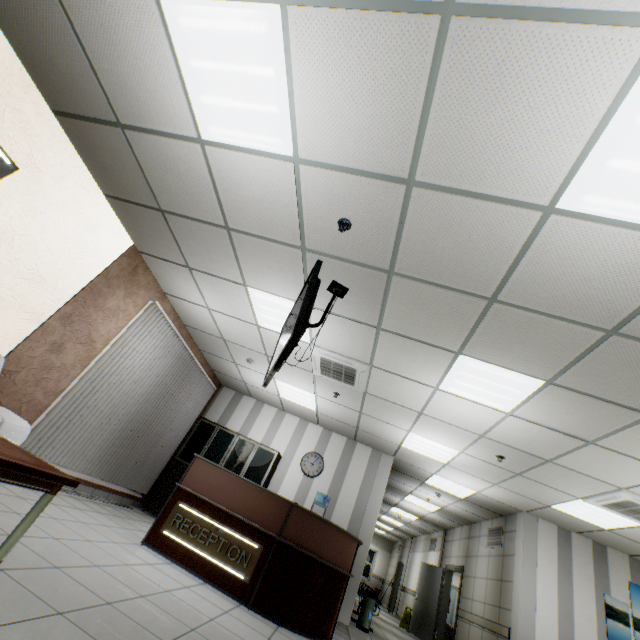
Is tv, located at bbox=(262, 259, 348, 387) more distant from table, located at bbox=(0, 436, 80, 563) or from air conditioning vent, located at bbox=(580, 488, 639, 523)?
air conditioning vent, located at bbox=(580, 488, 639, 523)

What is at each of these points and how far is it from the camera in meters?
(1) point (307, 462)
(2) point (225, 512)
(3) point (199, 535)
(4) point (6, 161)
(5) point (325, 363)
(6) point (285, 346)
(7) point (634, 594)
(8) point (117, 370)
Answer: (1) clock, 7.8 m
(2) desk, 4.3 m
(3) sign, 4.2 m
(4) sign, 3.3 m
(5) air conditioning vent, 5.4 m
(6) tv, 2.8 m
(7) picture, 6.3 m
(8) blinds, 5.3 m

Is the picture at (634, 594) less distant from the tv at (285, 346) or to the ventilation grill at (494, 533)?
the ventilation grill at (494, 533)

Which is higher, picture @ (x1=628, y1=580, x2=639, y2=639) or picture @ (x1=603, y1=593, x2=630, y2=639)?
picture @ (x1=628, y1=580, x2=639, y2=639)

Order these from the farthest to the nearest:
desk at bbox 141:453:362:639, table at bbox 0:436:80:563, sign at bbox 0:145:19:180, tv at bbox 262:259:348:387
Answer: desk at bbox 141:453:362:639 < sign at bbox 0:145:19:180 < tv at bbox 262:259:348:387 < table at bbox 0:436:80:563

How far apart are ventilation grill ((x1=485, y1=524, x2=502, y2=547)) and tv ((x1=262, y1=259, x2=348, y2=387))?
7.7m

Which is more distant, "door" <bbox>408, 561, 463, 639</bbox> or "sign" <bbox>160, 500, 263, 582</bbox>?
"door" <bbox>408, 561, 463, 639</bbox>

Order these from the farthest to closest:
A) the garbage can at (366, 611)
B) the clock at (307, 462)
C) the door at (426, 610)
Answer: the door at (426, 610) < the clock at (307, 462) < the garbage can at (366, 611)
